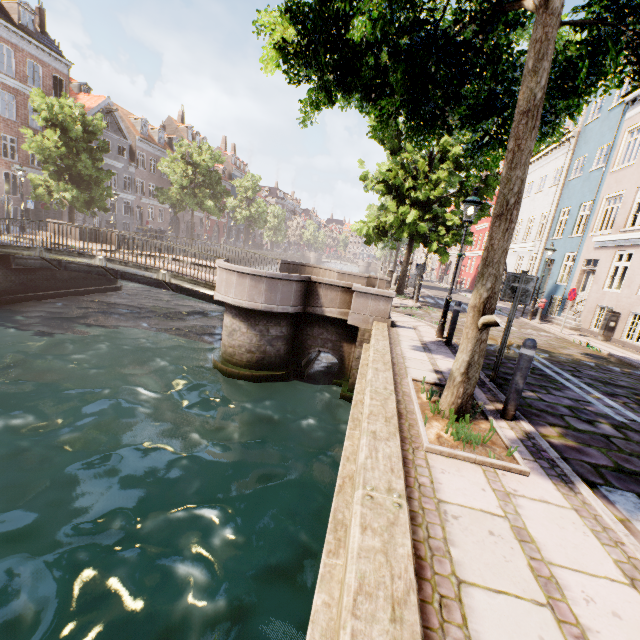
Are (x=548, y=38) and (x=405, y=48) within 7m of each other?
yes

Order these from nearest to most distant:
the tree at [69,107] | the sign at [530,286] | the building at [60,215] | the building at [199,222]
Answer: the sign at [530,286] → the tree at [69,107] → the building at [60,215] → the building at [199,222]

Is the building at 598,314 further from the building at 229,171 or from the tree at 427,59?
the building at 229,171

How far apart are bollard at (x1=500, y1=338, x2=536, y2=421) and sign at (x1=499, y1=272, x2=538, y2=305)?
1.4 meters

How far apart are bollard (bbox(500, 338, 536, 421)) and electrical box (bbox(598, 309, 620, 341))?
12.9 meters

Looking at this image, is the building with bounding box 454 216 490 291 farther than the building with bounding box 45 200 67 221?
Yes

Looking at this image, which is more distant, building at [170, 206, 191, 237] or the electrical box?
building at [170, 206, 191, 237]

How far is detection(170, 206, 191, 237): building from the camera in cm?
4622
